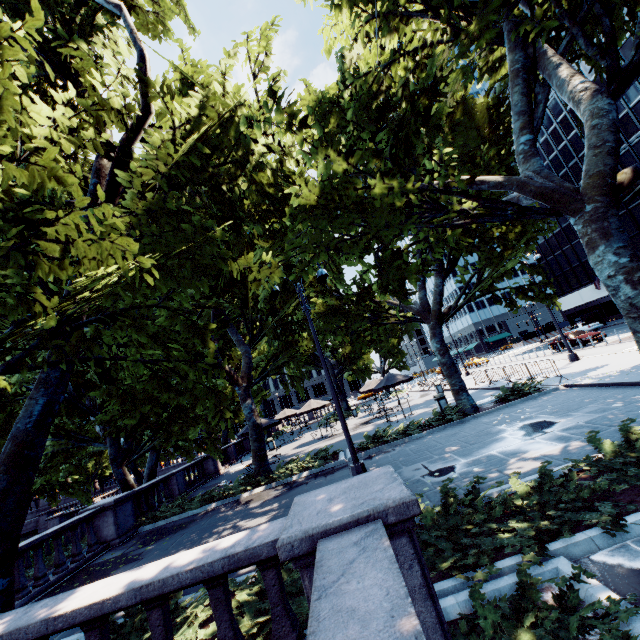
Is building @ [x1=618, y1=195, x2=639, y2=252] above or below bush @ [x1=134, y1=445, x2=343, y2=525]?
above

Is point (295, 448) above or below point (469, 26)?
below

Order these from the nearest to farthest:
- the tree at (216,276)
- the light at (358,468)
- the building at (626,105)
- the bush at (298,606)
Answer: the bush at (298,606) < the tree at (216,276) < the light at (358,468) < the building at (626,105)

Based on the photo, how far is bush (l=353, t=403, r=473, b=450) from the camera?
14.03m

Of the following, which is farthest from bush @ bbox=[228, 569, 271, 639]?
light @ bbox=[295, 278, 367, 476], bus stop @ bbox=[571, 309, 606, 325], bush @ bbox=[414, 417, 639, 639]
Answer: bus stop @ bbox=[571, 309, 606, 325]

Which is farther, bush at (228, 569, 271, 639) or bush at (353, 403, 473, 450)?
bush at (353, 403, 473, 450)

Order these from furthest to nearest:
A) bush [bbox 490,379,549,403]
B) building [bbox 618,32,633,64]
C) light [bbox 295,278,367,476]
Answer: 1. building [bbox 618,32,633,64]
2. bush [bbox 490,379,549,403]
3. light [bbox 295,278,367,476]

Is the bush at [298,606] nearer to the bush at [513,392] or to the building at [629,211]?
the bush at [513,392]
